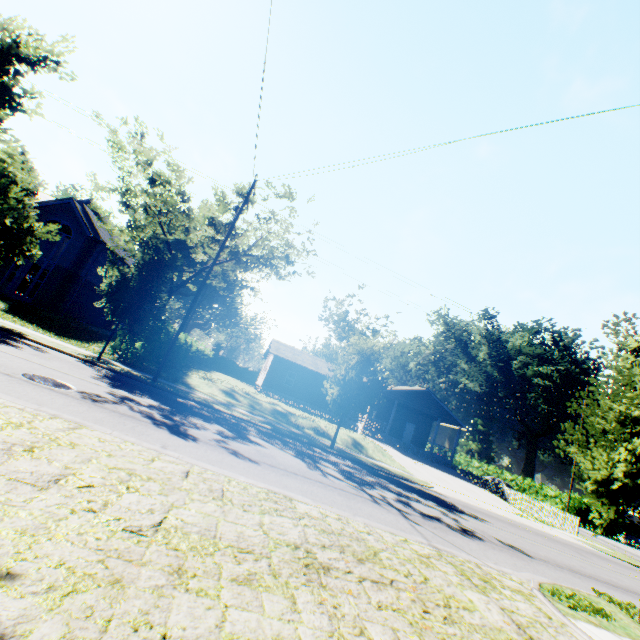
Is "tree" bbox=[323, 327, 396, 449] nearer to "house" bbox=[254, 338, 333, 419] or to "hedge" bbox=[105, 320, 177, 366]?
"hedge" bbox=[105, 320, 177, 366]

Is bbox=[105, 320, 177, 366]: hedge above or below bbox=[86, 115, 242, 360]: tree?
below

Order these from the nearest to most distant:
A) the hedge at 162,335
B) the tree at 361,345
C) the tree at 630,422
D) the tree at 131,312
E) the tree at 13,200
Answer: the tree at 13,200, the tree at 630,422, the tree at 131,312, the tree at 361,345, the hedge at 162,335

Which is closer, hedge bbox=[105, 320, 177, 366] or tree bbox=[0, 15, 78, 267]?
tree bbox=[0, 15, 78, 267]

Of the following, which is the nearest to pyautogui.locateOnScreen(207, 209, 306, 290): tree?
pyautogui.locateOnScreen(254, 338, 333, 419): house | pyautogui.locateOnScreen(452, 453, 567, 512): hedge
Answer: pyautogui.locateOnScreen(254, 338, 333, 419): house

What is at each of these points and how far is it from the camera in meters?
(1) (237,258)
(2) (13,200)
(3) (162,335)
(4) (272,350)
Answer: (1) tree, 23.8 m
(2) tree, 6.4 m
(3) hedge, 20.2 m
(4) house, 34.0 m

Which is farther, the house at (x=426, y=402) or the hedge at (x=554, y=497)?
the hedge at (x=554, y=497)

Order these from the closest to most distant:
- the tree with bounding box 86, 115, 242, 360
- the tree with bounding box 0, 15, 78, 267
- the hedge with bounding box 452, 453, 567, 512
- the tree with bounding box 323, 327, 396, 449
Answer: the tree with bounding box 0, 15, 78, 267 → the tree with bounding box 86, 115, 242, 360 → the tree with bounding box 323, 327, 396, 449 → the hedge with bounding box 452, 453, 567, 512
